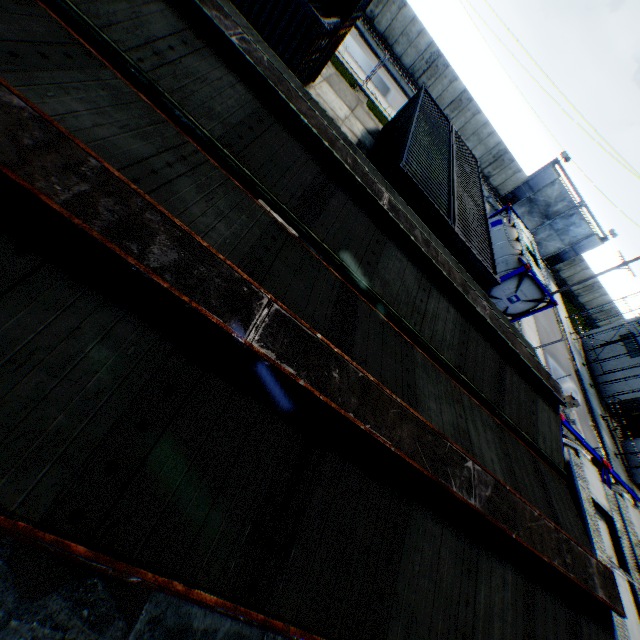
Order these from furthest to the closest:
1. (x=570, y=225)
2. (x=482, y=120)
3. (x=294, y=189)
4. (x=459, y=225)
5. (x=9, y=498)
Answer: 1. (x=570, y=225)
2. (x=482, y=120)
3. (x=459, y=225)
4. (x=294, y=189)
5. (x=9, y=498)

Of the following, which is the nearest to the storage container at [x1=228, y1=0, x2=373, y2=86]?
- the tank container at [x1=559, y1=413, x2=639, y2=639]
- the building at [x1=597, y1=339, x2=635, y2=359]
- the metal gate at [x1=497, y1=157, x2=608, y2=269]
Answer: the tank container at [x1=559, y1=413, x2=639, y2=639]

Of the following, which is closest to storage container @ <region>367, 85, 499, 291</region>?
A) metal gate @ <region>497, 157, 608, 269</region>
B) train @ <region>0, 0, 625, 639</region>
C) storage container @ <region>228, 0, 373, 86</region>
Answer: train @ <region>0, 0, 625, 639</region>

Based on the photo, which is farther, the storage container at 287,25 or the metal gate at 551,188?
the metal gate at 551,188

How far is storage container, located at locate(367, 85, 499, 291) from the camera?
9.91m

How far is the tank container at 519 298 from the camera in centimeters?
1603cm

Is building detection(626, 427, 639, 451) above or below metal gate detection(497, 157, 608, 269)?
below

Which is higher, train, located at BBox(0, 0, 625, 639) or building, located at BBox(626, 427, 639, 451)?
train, located at BBox(0, 0, 625, 639)
